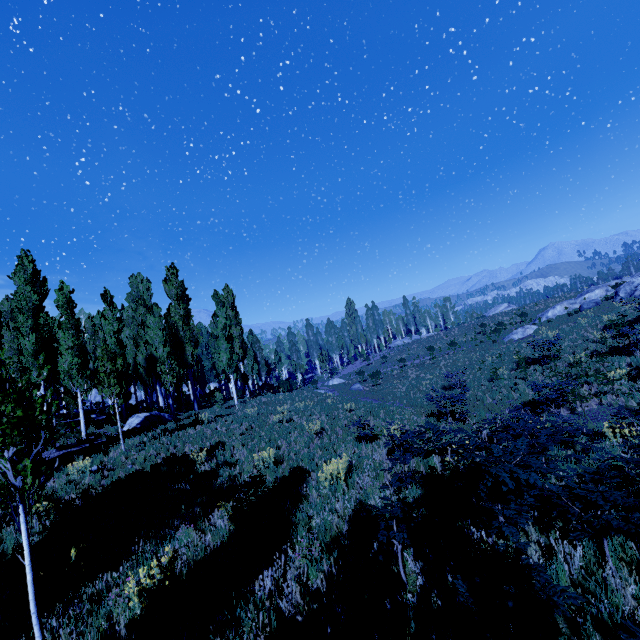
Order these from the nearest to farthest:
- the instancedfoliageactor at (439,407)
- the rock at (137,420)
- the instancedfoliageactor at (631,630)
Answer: the instancedfoliageactor at (631,630)
the instancedfoliageactor at (439,407)
the rock at (137,420)

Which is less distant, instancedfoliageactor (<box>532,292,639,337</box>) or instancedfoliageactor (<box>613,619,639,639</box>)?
instancedfoliageactor (<box>613,619,639,639</box>)

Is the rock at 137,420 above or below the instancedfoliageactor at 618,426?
above

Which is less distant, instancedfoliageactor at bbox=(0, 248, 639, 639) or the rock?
instancedfoliageactor at bbox=(0, 248, 639, 639)

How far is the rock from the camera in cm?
1805

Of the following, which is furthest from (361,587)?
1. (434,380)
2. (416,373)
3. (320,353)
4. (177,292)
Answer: (320,353)
